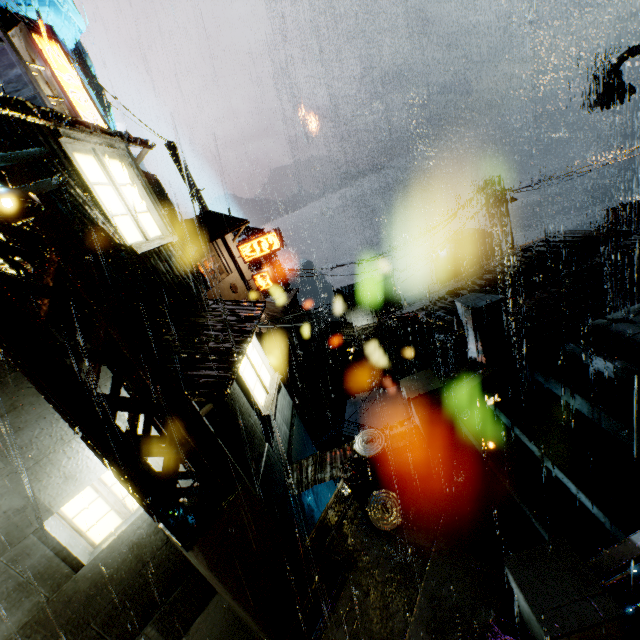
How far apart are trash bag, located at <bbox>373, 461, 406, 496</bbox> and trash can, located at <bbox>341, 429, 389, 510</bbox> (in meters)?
0.01

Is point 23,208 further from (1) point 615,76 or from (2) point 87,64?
(2) point 87,64

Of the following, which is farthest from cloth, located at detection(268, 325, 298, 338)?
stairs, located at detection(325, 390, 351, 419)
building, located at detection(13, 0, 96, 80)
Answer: stairs, located at detection(325, 390, 351, 419)

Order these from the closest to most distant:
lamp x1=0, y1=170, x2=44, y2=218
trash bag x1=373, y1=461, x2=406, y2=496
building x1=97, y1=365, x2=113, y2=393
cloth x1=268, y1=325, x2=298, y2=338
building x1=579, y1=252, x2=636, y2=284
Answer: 1. lamp x1=0, y1=170, x2=44, y2=218
2. building x1=97, y1=365, x2=113, y2=393
3. trash bag x1=373, y1=461, x2=406, y2=496
4. building x1=579, y1=252, x2=636, y2=284
5. cloth x1=268, y1=325, x2=298, y2=338

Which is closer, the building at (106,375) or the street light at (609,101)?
the building at (106,375)

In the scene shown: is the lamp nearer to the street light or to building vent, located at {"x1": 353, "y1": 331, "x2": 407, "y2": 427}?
the street light

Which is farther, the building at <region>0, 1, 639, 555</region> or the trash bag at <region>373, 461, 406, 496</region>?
the trash bag at <region>373, 461, 406, 496</region>

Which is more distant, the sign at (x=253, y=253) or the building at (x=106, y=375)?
the sign at (x=253, y=253)
